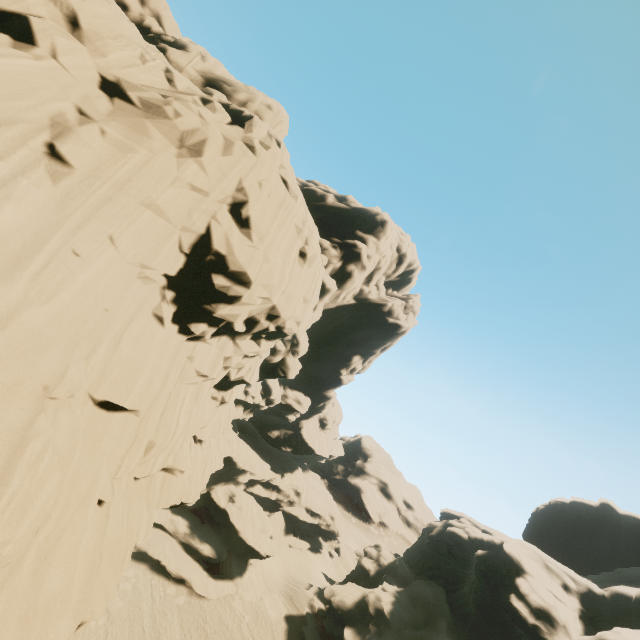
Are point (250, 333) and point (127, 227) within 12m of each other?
yes

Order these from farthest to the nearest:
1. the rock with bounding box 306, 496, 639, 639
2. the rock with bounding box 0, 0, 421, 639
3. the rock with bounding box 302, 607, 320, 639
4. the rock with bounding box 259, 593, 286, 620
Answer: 1. the rock with bounding box 259, 593, 286, 620
2. the rock with bounding box 302, 607, 320, 639
3. the rock with bounding box 306, 496, 639, 639
4. the rock with bounding box 0, 0, 421, 639

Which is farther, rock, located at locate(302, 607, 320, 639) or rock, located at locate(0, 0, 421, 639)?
rock, located at locate(302, 607, 320, 639)

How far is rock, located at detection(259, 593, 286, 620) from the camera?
31.4m

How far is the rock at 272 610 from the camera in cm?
3144

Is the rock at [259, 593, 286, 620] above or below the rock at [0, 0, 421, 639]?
below

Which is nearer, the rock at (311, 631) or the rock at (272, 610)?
the rock at (311, 631)
